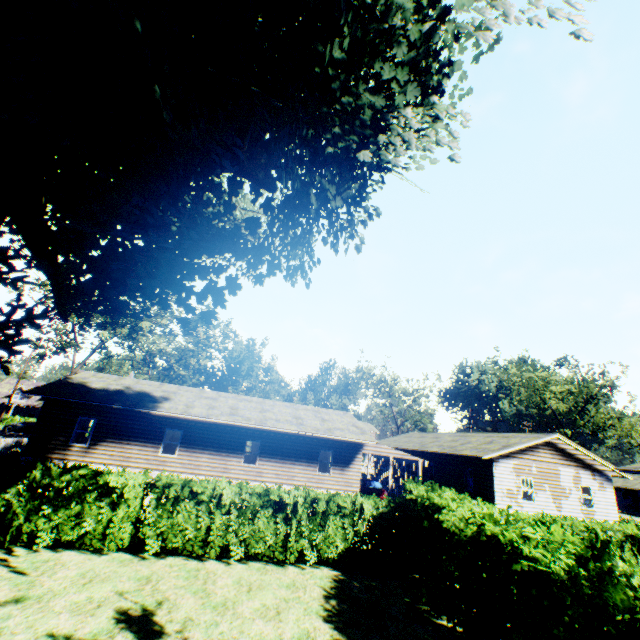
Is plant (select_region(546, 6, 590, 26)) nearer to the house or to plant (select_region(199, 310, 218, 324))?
plant (select_region(199, 310, 218, 324))

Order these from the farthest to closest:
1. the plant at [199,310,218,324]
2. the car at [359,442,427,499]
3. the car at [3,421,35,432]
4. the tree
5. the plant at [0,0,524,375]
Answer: the car at [3,421,35,432] → the tree → the car at [359,442,427,499] → the plant at [199,310,218,324] → the plant at [0,0,524,375]

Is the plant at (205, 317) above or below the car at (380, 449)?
above

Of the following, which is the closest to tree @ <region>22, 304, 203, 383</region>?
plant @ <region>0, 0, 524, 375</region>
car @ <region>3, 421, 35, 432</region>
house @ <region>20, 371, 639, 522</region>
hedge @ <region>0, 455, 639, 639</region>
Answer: hedge @ <region>0, 455, 639, 639</region>

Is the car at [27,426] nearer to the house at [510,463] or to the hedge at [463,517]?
the hedge at [463,517]

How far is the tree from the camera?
30.5m

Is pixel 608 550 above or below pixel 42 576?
above

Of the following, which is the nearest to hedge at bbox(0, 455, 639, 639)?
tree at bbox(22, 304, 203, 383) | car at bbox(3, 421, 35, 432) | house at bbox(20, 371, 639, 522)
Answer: tree at bbox(22, 304, 203, 383)
